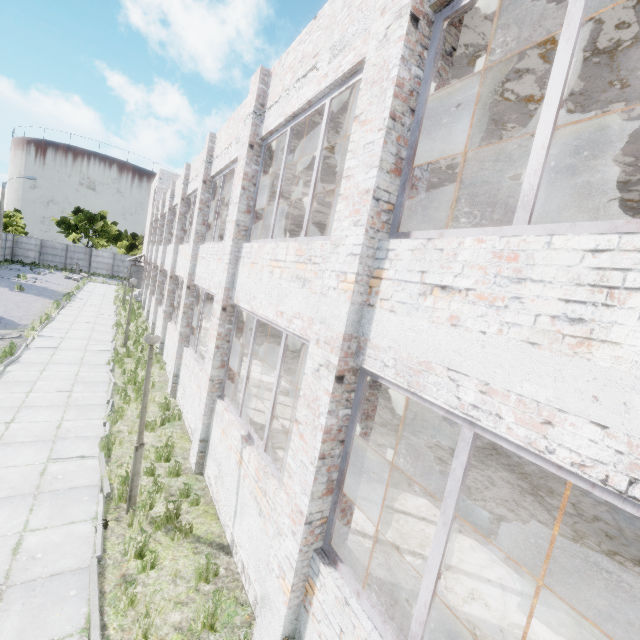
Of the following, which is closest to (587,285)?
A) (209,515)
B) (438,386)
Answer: (438,386)
